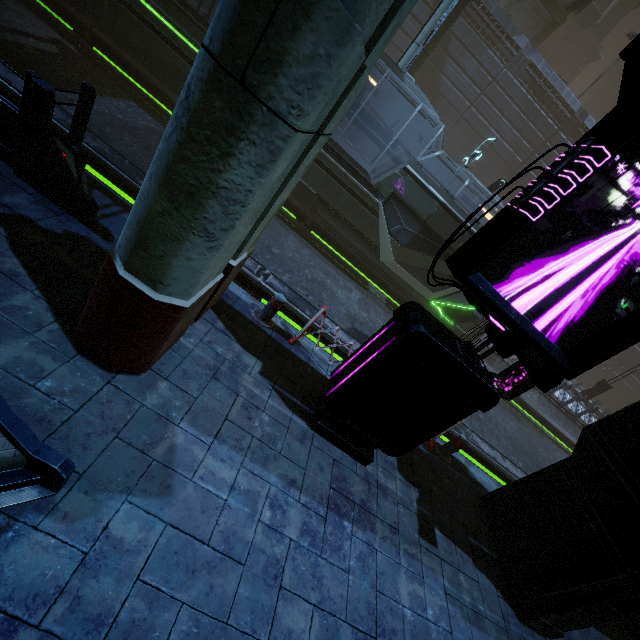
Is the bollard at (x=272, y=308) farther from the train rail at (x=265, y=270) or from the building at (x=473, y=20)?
the building at (x=473, y=20)

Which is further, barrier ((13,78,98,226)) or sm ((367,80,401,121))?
sm ((367,80,401,121))

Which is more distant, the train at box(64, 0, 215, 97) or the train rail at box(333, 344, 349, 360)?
the train at box(64, 0, 215, 97)

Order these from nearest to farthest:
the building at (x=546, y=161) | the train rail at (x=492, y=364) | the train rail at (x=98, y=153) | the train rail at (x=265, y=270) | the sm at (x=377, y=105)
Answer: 1. the train rail at (x=98, y=153)
2. the train rail at (x=265, y=270)
3. the sm at (x=377, y=105)
4. the train rail at (x=492, y=364)
5. the building at (x=546, y=161)

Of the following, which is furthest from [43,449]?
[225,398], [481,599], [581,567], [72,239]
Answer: [581,567]

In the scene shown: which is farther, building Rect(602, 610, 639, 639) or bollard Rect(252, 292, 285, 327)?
bollard Rect(252, 292, 285, 327)

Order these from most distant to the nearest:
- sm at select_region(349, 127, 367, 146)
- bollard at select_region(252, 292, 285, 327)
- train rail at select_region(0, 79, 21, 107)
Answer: sm at select_region(349, 127, 367, 146), train rail at select_region(0, 79, 21, 107), bollard at select_region(252, 292, 285, 327)

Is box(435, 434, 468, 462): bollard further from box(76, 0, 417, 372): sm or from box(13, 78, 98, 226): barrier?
box(13, 78, 98, 226): barrier
